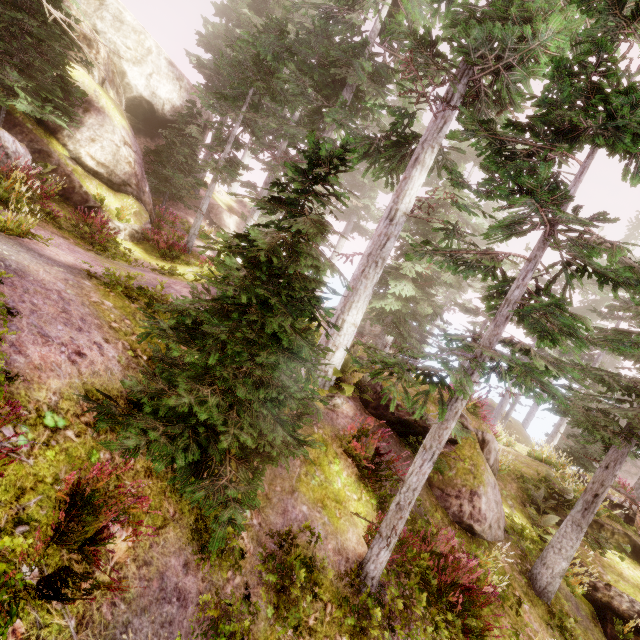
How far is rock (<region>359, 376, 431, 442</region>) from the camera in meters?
9.9

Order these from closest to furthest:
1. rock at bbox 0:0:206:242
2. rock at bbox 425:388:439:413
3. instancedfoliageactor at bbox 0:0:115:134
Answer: instancedfoliageactor at bbox 0:0:115:134, rock at bbox 425:388:439:413, rock at bbox 0:0:206:242

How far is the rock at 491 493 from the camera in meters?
8.7 m

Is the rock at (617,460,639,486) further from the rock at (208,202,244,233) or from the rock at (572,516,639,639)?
the rock at (208,202,244,233)

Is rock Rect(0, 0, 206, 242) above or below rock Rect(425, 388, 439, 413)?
above

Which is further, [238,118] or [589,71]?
[238,118]

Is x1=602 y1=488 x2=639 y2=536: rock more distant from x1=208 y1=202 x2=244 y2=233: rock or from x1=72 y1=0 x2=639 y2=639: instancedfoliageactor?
x1=208 y1=202 x2=244 y2=233: rock

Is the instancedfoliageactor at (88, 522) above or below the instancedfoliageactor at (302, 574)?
above
